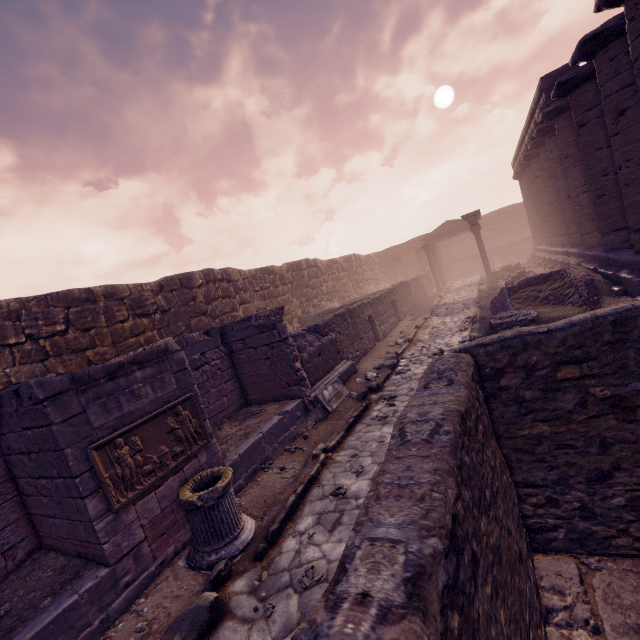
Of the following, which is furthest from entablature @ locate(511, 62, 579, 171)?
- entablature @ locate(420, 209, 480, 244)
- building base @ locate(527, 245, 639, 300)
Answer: building base @ locate(527, 245, 639, 300)

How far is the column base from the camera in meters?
4.0

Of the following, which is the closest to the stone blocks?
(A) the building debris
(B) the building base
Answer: (B) the building base

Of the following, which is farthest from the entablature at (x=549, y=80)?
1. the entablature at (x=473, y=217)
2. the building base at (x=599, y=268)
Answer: the building base at (x=599, y=268)

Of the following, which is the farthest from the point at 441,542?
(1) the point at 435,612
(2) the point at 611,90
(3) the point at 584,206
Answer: (3) the point at 584,206

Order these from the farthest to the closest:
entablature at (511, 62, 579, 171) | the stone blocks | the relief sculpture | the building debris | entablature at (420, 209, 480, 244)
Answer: entablature at (420, 209, 480, 244)
the stone blocks
entablature at (511, 62, 579, 171)
the building debris
the relief sculpture

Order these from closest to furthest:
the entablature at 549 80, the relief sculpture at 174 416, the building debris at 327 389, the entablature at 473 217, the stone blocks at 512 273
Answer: the relief sculpture at 174 416 < the building debris at 327 389 < the entablature at 549 80 < the stone blocks at 512 273 < the entablature at 473 217

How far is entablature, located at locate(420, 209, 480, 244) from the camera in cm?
1889
